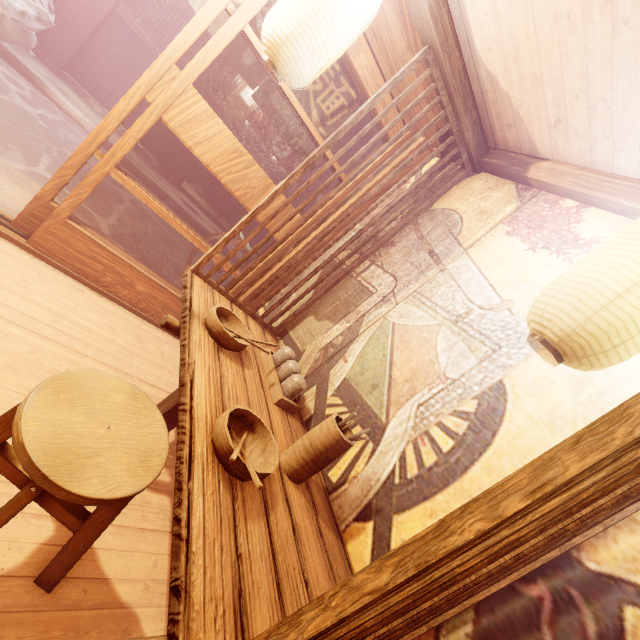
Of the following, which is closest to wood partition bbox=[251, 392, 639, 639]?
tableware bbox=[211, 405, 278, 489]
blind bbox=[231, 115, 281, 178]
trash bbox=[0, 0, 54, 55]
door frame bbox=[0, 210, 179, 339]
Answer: tableware bbox=[211, 405, 278, 489]

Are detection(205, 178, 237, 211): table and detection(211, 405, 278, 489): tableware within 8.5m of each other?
no

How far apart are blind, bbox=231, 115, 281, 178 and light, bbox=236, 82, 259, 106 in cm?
1430

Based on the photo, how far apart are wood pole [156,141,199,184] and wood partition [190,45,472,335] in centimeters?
1061cm

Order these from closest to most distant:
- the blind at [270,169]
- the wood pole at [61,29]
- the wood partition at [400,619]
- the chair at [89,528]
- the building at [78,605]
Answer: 1. the wood partition at [400,619]
2. the chair at [89,528]
3. the building at [78,605]
4. the wood pole at [61,29]
5. the blind at [270,169]

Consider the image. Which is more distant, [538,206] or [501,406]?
[538,206]

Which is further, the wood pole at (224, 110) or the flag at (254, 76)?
the wood pole at (224, 110)

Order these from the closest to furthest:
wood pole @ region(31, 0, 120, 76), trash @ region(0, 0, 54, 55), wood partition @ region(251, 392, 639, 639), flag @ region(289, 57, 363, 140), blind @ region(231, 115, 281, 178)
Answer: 1. wood partition @ region(251, 392, 639, 639)
2. flag @ region(289, 57, 363, 140)
3. trash @ region(0, 0, 54, 55)
4. wood pole @ region(31, 0, 120, 76)
5. blind @ region(231, 115, 281, 178)
